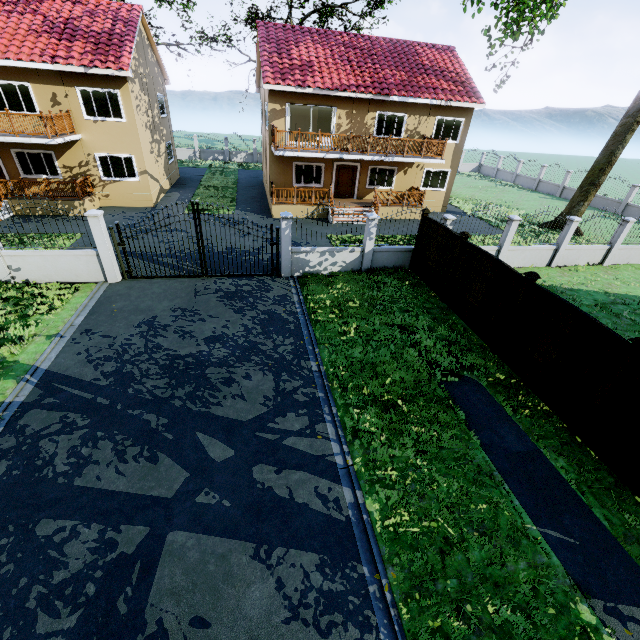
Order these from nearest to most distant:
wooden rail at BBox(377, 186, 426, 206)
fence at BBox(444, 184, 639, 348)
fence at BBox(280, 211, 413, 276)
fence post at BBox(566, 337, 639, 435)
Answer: fence post at BBox(566, 337, 639, 435) < fence at BBox(444, 184, 639, 348) < fence at BBox(280, 211, 413, 276) < wooden rail at BBox(377, 186, 426, 206)

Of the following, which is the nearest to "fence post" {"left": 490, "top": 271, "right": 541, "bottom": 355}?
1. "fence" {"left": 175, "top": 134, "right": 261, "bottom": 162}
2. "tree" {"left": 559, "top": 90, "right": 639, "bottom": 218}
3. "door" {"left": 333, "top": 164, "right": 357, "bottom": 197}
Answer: "fence" {"left": 175, "top": 134, "right": 261, "bottom": 162}

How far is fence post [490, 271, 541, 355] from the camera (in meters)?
7.95

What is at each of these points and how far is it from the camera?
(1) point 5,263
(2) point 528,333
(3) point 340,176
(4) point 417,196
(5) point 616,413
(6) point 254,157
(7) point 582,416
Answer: (1) fence, 10.8 meters
(2) fence, 8.2 meters
(3) door, 21.2 meters
(4) wooden rail, 21.8 meters
(5) fence, 6.2 meters
(6) fence, 36.0 meters
(7) fence post, 6.8 meters

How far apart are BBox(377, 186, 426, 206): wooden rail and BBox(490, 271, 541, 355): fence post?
14.0 meters

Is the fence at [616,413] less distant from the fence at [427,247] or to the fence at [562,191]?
the fence at [562,191]

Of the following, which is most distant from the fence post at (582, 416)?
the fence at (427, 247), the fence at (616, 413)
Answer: the fence at (427, 247)

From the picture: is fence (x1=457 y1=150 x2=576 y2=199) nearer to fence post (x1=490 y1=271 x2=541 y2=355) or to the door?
fence post (x1=490 y1=271 x2=541 y2=355)
